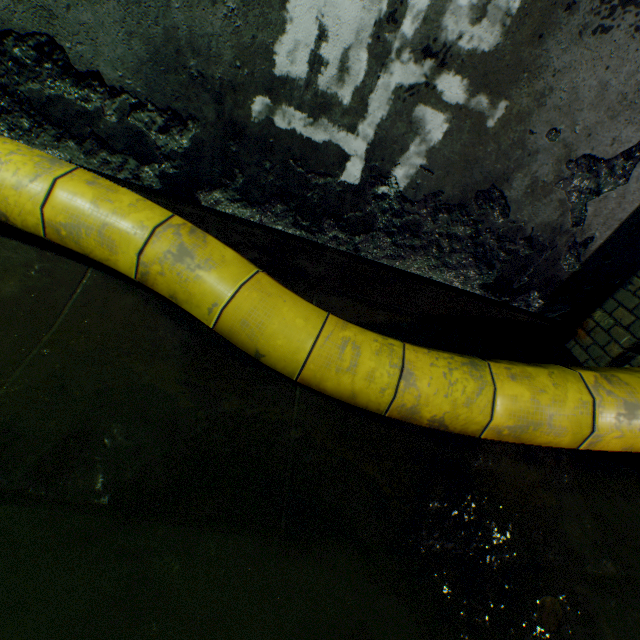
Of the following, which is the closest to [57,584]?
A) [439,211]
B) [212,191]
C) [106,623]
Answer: [106,623]

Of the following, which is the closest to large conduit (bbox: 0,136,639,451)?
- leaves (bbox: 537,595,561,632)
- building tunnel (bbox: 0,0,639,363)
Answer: building tunnel (bbox: 0,0,639,363)

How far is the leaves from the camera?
1.2m

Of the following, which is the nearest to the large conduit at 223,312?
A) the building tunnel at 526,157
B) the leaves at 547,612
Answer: the building tunnel at 526,157

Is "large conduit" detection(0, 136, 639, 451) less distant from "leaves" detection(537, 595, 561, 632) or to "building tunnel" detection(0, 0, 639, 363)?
"building tunnel" detection(0, 0, 639, 363)

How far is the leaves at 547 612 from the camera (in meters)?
1.24

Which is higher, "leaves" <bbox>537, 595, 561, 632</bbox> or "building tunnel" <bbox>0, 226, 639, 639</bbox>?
"leaves" <bbox>537, 595, 561, 632</bbox>
